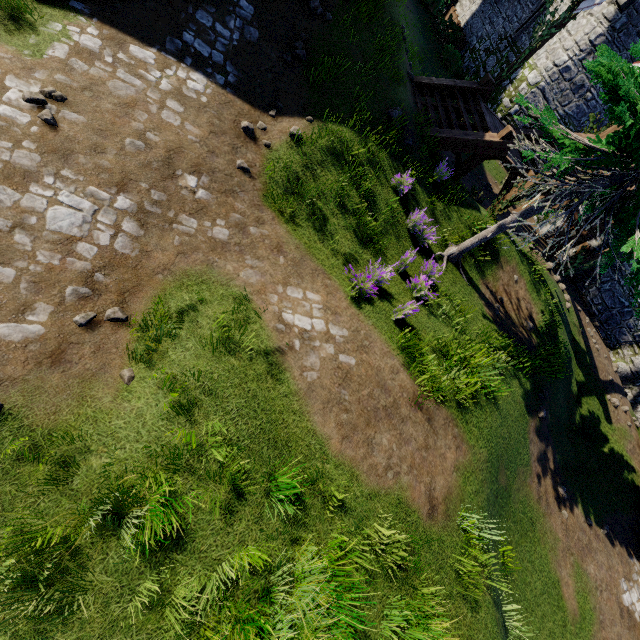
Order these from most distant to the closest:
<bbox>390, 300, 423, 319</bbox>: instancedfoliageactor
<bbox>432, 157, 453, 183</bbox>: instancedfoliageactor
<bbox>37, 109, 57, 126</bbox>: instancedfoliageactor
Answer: <bbox>432, 157, 453, 183</bbox>: instancedfoliageactor
<bbox>390, 300, 423, 319</bbox>: instancedfoliageactor
<bbox>37, 109, 57, 126</bbox>: instancedfoliageactor

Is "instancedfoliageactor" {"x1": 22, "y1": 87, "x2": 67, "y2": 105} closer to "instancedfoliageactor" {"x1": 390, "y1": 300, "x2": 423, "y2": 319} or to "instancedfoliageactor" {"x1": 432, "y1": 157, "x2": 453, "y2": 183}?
"instancedfoliageactor" {"x1": 390, "y1": 300, "x2": 423, "y2": 319}

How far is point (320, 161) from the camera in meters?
7.5

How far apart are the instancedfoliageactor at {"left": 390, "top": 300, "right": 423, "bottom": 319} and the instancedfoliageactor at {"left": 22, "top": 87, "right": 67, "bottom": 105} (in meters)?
6.68

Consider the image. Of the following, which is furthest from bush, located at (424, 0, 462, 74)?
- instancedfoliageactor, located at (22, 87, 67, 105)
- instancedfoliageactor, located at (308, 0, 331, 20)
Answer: instancedfoliageactor, located at (22, 87, 67, 105)

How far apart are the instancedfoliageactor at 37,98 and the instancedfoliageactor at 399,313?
6.7 meters

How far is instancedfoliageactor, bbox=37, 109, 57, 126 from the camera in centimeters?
473cm

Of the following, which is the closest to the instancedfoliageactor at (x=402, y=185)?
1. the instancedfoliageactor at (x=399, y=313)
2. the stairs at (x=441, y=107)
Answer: the stairs at (x=441, y=107)
